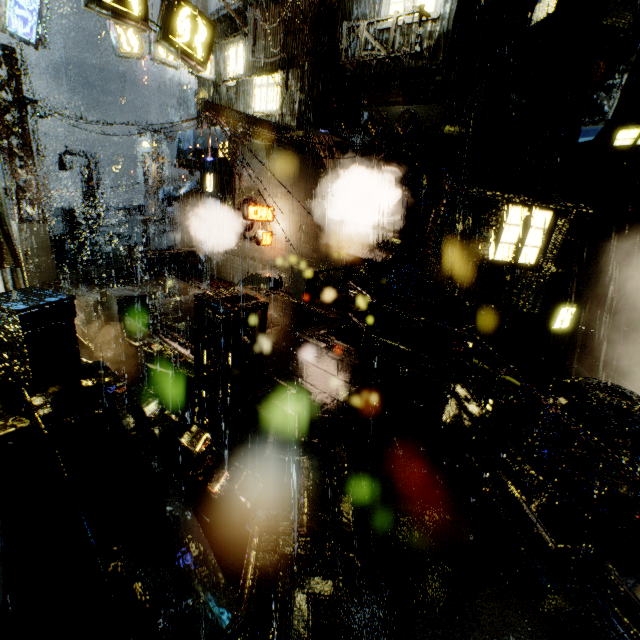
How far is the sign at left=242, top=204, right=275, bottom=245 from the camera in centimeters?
1670cm

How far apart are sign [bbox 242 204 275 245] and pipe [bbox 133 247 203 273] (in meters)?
6.77

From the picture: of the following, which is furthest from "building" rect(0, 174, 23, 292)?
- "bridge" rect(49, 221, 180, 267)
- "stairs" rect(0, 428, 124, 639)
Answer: "stairs" rect(0, 428, 124, 639)

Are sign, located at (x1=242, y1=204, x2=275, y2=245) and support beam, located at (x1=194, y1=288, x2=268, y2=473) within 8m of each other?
no

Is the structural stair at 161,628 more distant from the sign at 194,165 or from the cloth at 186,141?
the sign at 194,165

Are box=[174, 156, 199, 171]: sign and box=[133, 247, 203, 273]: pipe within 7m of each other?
yes

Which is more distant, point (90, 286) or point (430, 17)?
point (90, 286)

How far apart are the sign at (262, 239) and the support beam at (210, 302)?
10.41m
